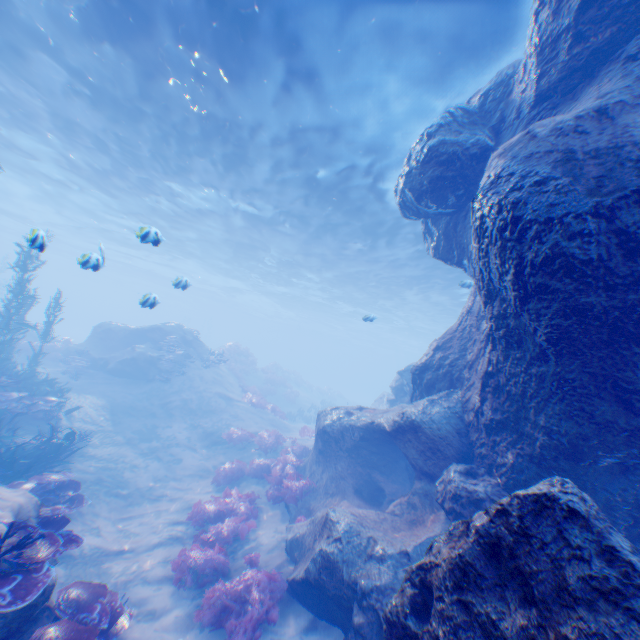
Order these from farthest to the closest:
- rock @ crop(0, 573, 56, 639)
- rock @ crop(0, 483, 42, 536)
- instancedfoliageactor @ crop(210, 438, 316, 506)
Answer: instancedfoliageactor @ crop(210, 438, 316, 506)
rock @ crop(0, 483, 42, 536)
rock @ crop(0, 573, 56, 639)

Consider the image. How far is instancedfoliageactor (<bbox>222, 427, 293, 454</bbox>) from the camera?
15.4 meters

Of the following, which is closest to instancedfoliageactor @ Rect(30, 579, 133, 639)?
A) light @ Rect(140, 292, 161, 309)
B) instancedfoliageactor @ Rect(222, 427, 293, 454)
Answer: light @ Rect(140, 292, 161, 309)

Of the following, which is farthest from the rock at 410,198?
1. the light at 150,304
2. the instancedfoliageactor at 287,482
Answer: the light at 150,304

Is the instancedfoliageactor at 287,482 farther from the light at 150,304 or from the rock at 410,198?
the light at 150,304

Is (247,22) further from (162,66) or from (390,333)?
(390,333)

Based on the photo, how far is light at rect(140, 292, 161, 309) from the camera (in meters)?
8.92

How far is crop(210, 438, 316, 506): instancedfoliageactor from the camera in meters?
10.9
